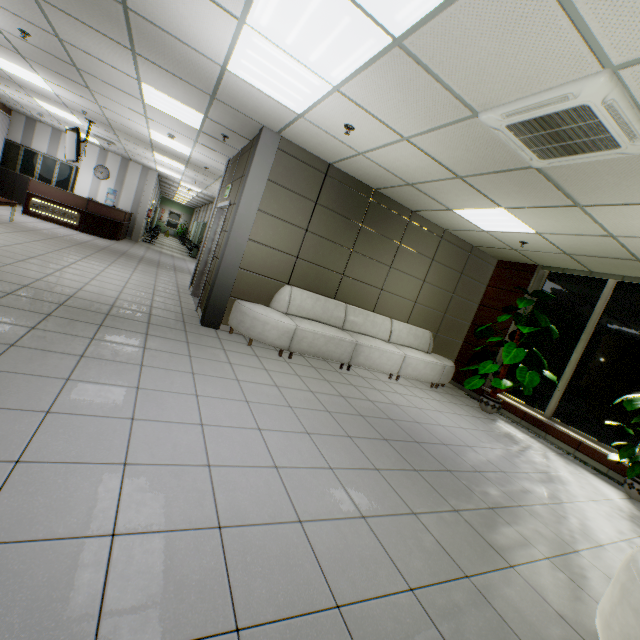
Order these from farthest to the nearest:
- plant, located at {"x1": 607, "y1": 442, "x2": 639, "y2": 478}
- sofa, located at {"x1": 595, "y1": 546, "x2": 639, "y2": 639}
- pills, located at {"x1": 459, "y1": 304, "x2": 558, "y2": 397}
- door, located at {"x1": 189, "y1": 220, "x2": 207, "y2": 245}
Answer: door, located at {"x1": 189, "y1": 220, "x2": 207, "y2": 245}
pills, located at {"x1": 459, "y1": 304, "x2": 558, "y2": 397}
plant, located at {"x1": 607, "y1": 442, "x2": 639, "y2": 478}
sofa, located at {"x1": 595, "y1": 546, "x2": 639, "y2": 639}

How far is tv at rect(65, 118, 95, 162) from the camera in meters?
8.4

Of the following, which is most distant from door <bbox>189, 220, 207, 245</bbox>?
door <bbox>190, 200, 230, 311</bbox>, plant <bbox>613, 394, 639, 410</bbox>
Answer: plant <bbox>613, 394, 639, 410</bbox>

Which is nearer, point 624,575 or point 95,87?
point 624,575

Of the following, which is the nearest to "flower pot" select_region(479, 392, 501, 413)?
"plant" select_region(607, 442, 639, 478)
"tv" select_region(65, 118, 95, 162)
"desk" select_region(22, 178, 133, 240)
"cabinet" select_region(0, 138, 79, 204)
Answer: "plant" select_region(607, 442, 639, 478)

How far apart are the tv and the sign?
2.0 meters

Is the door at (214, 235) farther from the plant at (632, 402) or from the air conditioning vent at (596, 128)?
the plant at (632, 402)

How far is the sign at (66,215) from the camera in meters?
10.5 m
